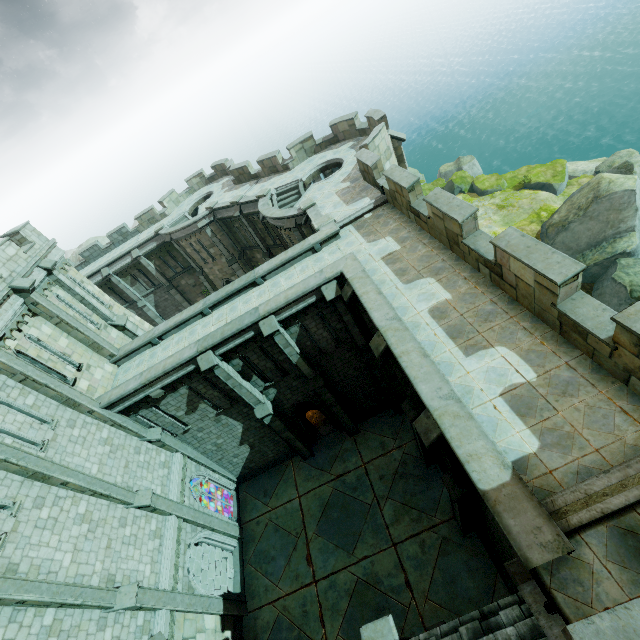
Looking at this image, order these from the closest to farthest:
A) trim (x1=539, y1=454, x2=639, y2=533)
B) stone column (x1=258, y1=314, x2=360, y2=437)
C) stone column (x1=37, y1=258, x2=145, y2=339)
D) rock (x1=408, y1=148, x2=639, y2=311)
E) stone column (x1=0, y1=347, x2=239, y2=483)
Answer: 1. trim (x1=539, y1=454, x2=639, y2=533)
2. stone column (x1=0, y1=347, x2=239, y2=483)
3. stone column (x1=258, y1=314, x2=360, y2=437)
4. stone column (x1=37, y1=258, x2=145, y2=339)
5. rock (x1=408, y1=148, x2=639, y2=311)

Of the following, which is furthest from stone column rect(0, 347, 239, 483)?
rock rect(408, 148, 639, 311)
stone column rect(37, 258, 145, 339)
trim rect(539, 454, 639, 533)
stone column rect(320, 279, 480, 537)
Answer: rock rect(408, 148, 639, 311)

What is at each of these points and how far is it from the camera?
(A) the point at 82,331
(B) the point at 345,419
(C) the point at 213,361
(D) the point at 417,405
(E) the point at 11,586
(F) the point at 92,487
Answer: (A) stone column, 15.7 meters
(B) stone column, 18.5 meters
(C) stone column, 13.9 meters
(D) stone column, 12.7 meters
(E) stone column, 8.9 meters
(F) stone column, 12.3 meters

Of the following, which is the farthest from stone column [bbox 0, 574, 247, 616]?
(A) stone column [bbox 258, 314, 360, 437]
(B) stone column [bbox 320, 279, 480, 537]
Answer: (B) stone column [bbox 320, 279, 480, 537]

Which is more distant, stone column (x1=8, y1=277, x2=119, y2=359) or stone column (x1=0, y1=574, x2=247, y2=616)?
stone column (x1=8, y1=277, x2=119, y2=359)

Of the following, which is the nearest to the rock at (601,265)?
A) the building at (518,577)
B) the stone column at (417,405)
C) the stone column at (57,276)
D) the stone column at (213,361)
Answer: the stone column at (417,405)

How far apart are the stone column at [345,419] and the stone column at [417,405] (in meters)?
3.69

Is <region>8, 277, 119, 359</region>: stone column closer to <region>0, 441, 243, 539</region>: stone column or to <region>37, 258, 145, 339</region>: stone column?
<region>37, 258, 145, 339</region>: stone column
